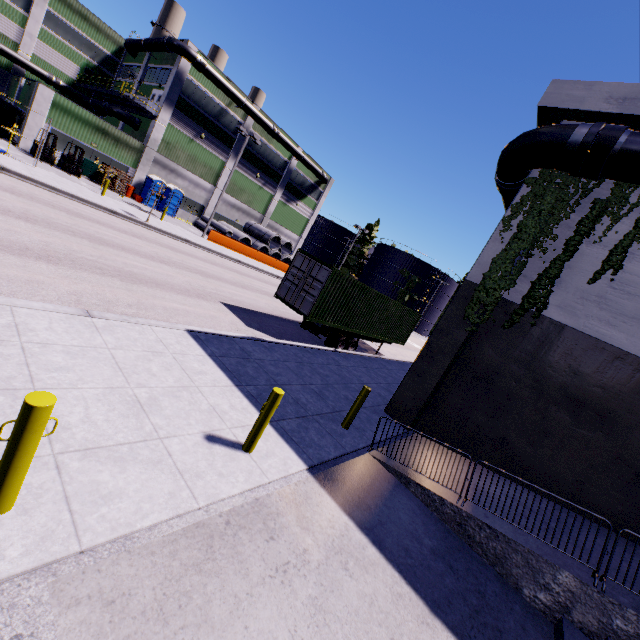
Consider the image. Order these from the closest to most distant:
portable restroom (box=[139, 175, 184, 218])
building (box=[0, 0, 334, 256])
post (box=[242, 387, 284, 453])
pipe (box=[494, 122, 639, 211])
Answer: post (box=[242, 387, 284, 453])
pipe (box=[494, 122, 639, 211])
building (box=[0, 0, 334, 256])
portable restroom (box=[139, 175, 184, 218])

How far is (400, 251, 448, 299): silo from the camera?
58.9m

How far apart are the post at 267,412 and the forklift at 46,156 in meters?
27.2 m

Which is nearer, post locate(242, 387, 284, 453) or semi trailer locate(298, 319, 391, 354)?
post locate(242, 387, 284, 453)

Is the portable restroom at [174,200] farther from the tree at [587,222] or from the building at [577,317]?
the tree at [587,222]

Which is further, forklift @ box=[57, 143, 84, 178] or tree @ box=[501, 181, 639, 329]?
forklift @ box=[57, 143, 84, 178]

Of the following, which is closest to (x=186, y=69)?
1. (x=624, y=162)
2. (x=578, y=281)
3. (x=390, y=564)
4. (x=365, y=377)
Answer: (x=365, y=377)

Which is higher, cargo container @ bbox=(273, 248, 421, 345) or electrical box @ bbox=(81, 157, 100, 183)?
cargo container @ bbox=(273, 248, 421, 345)
